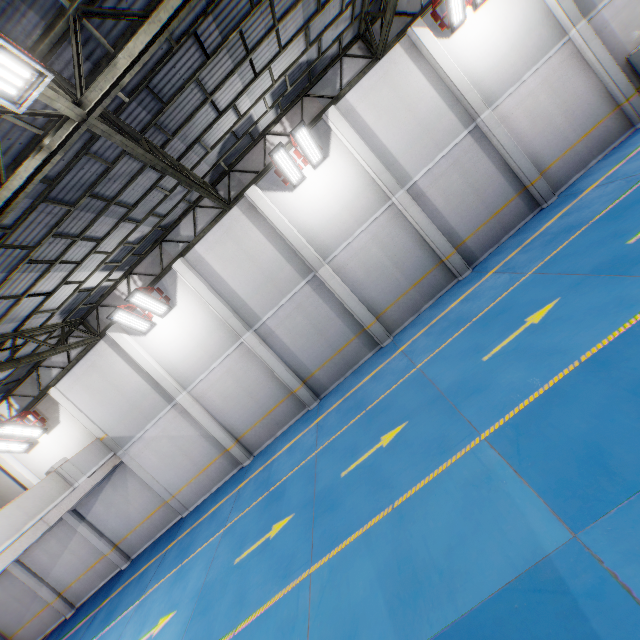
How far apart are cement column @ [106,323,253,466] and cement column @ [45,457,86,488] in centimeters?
403cm

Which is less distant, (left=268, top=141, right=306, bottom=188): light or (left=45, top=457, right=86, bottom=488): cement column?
(left=268, top=141, right=306, bottom=188): light

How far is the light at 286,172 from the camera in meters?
10.9

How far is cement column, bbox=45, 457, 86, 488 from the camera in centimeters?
1177cm

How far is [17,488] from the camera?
14.6m

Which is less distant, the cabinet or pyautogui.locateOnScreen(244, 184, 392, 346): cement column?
the cabinet

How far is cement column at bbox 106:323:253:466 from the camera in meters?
13.0 m

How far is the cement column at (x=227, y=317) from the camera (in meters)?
12.52
